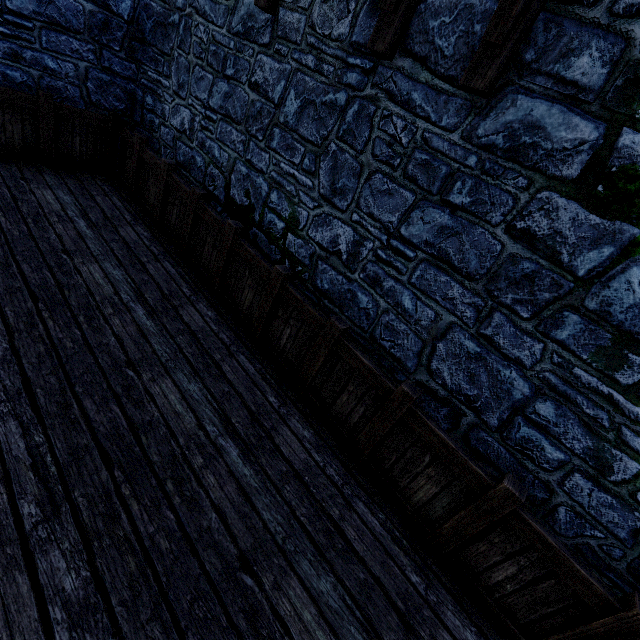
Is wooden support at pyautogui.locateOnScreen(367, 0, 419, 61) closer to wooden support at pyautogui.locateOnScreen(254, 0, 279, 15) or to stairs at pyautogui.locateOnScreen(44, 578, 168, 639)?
wooden support at pyautogui.locateOnScreen(254, 0, 279, 15)

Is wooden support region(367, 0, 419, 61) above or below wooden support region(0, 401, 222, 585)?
above

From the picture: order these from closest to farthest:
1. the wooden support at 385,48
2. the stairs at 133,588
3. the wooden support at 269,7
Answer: the stairs at 133,588
the wooden support at 385,48
the wooden support at 269,7

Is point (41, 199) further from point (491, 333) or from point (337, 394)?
point (491, 333)

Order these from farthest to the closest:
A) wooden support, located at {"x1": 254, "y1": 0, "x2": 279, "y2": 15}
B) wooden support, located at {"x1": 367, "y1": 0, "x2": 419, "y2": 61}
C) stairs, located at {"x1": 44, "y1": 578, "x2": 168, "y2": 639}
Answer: wooden support, located at {"x1": 254, "y1": 0, "x2": 279, "y2": 15} → wooden support, located at {"x1": 367, "y1": 0, "x2": 419, "y2": 61} → stairs, located at {"x1": 44, "y1": 578, "x2": 168, "y2": 639}

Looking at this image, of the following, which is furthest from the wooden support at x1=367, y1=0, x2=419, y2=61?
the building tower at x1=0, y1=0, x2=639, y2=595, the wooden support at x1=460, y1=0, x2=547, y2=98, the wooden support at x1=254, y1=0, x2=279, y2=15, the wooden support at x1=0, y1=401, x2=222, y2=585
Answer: the wooden support at x1=0, y1=401, x2=222, y2=585

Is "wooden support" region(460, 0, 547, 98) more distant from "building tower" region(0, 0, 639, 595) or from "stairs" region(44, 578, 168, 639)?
"stairs" region(44, 578, 168, 639)

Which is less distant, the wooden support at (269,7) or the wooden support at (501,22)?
the wooden support at (501,22)
